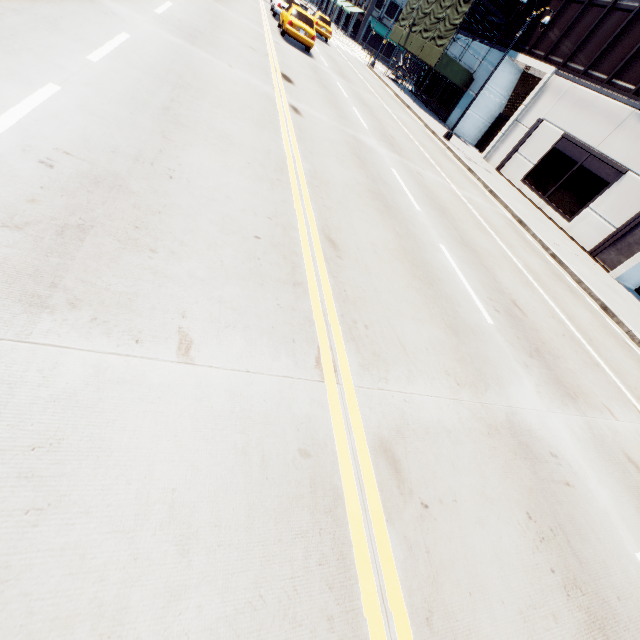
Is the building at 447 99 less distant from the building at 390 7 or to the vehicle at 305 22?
the vehicle at 305 22

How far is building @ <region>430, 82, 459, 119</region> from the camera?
29.8m

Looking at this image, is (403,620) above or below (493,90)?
below

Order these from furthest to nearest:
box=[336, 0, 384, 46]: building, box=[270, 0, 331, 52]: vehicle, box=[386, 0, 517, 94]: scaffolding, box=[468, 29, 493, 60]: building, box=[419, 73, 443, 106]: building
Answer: box=[336, 0, 384, 46]: building < box=[419, 73, 443, 106]: building < box=[468, 29, 493, 60]: building < box=[386, 0, 517, 94]: scaffolding < box=[270, 0, 331, 52]: vehicle

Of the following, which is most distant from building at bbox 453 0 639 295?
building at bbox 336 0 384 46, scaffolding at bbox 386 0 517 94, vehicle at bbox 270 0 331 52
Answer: building at bbox 336 0 384 46

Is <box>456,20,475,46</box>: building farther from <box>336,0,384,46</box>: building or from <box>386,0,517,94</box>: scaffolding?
<box>336,0,384,46</box>: building

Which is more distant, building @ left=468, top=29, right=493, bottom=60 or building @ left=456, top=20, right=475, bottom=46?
building @ left=456, top=20, right=475, bottom=46

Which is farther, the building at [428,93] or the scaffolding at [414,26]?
the building at [428,93]
